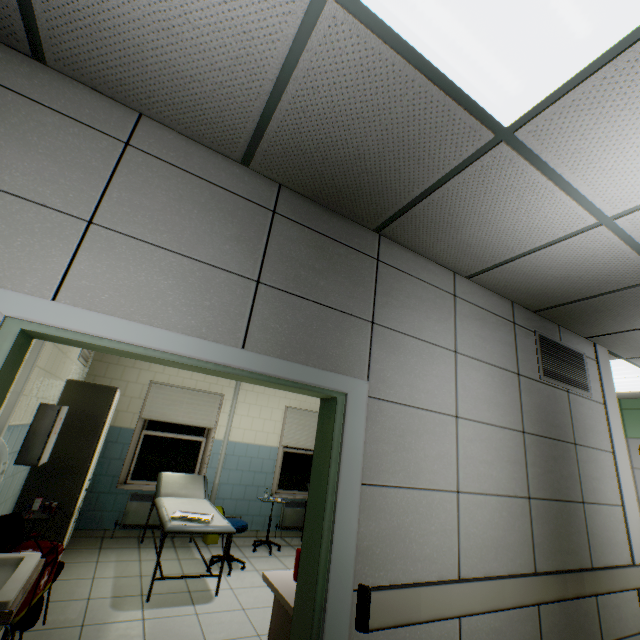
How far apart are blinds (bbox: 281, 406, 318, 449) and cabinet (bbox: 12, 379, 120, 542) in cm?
341

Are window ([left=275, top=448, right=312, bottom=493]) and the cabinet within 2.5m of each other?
no

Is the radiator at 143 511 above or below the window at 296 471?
below

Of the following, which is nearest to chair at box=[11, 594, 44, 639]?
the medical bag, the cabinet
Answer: the medical bag

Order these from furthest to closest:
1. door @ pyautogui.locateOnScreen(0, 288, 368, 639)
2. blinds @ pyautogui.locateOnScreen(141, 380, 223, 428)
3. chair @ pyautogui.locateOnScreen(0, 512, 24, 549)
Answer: blinds @ pyautogui.locateOnScreen(141, 380, 223, 428) → chair @ pyautogui.locateOnScreen(0, 512, 24, 549) → door @ pyautogui.locateOnScreen(0, 288, 368, 639)

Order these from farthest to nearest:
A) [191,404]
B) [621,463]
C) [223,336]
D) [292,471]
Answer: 1. [292,471]
2. [191,404]
3. [621,463]
4. [223,336]

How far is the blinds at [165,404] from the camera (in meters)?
5.70

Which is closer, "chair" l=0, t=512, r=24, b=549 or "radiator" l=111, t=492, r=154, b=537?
"chair" l=0, t=512, r=24, b=549
